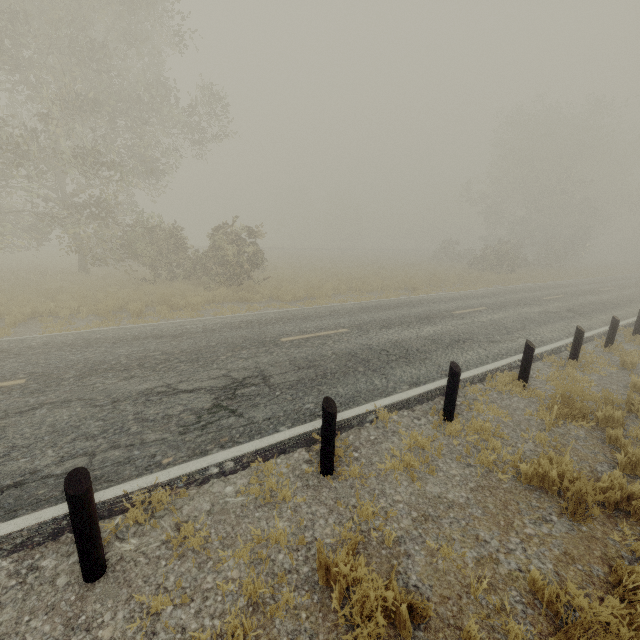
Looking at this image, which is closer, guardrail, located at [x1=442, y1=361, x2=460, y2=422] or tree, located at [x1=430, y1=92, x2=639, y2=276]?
guardrail, located at [x1=442, y1=361, x2=460, y2=422]

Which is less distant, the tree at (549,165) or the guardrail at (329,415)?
the guardrail at (329,415)

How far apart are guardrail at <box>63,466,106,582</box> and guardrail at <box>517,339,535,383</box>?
6.92m

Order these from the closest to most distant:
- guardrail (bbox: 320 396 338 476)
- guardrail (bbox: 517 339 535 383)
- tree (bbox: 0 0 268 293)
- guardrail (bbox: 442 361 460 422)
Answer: guardrail (bbox: 320 396 338 476)
guardrail (bbox: 442 361 460 422)
guardrail (bbox: 517 339 535 383)
tree (bbox: 0 0 268 293)

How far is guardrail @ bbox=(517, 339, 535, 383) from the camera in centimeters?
670cm

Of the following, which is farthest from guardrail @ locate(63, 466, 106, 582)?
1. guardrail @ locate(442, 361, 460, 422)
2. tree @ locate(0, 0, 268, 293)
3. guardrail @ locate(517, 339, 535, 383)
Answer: tree @ locate(0, 0, 268, 293)

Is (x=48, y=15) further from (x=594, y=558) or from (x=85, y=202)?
(x=594, y=558)

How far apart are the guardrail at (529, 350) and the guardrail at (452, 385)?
2.01m
